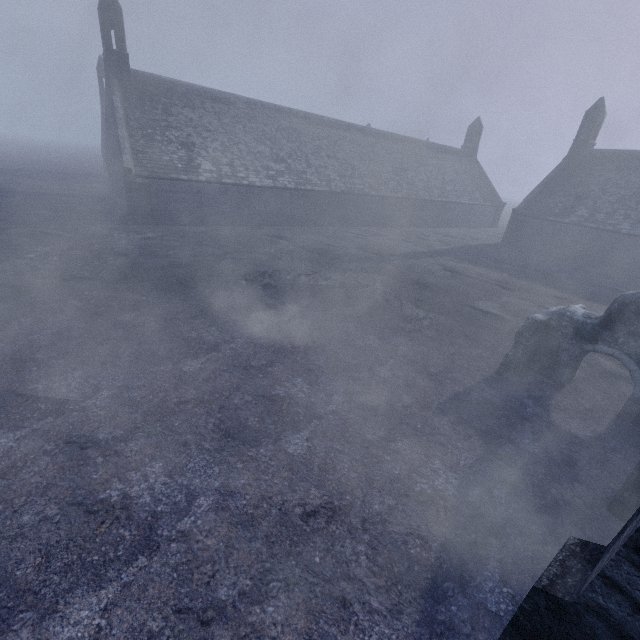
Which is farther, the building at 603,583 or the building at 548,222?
the building at 548,222

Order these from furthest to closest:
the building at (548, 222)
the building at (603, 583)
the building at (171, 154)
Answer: the building at (548, 222) → the building at (171, 154) → the building at (603, 583)

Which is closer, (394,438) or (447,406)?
A: (394,438)

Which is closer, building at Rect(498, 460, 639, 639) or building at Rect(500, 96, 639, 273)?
building at Rect(498, 460, 639, 639)

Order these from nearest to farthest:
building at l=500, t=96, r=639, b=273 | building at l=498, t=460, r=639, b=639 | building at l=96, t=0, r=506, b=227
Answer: building at l=498, t=460, r=639, b=639 < building at l=96, t=0, r=506, b=227 < building at l=500, t=96, r=639, b=273

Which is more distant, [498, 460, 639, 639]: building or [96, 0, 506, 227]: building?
[96, 0, 506, 227]: building
